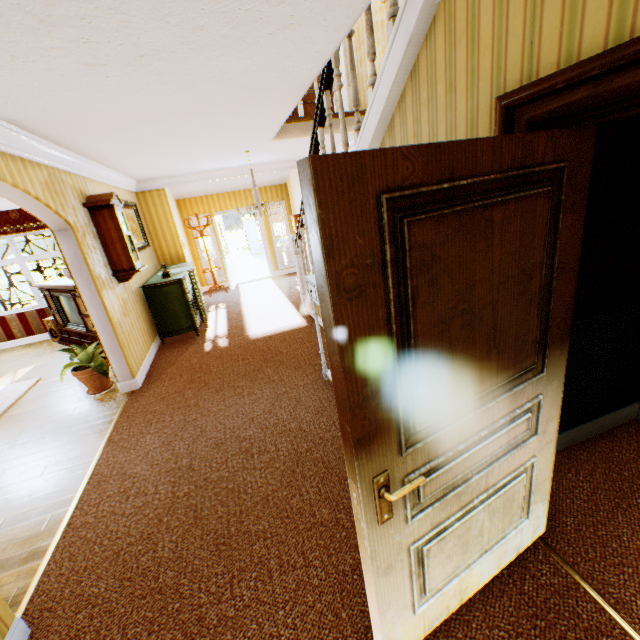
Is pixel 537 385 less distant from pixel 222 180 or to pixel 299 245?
pixel 299 245

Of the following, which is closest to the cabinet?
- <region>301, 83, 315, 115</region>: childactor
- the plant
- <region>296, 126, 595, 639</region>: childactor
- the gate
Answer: the plant

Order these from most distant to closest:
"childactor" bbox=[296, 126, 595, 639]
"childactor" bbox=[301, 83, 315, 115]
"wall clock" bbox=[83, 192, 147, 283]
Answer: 1. "childactor" bbox=[301, 83, 315, 115]
2. "wall clock" bbox=[83, 192, 147, 283]
3. "childactor" bbox=[296, 126, 595, 639]

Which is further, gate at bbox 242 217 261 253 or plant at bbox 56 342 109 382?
gate at bbox 242 217 261 253

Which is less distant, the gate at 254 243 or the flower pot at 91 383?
the flower pot at 91 383

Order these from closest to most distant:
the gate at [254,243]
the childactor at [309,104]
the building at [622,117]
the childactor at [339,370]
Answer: the childactor at [339,370] < the building at [622,117] < the childactor at [309,104] < the gate at [254,243]

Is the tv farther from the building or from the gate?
the gate

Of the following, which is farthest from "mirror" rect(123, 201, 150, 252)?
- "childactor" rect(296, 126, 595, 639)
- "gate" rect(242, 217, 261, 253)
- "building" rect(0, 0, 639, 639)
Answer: "gate" rect(242, 217, 261, 253)
